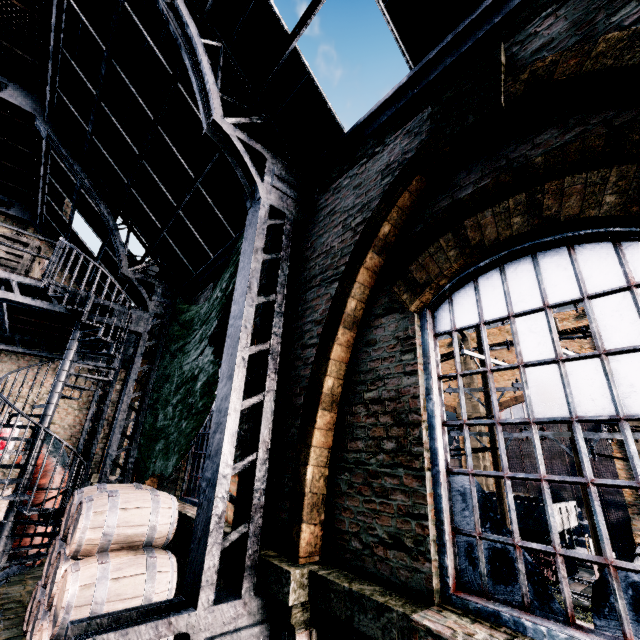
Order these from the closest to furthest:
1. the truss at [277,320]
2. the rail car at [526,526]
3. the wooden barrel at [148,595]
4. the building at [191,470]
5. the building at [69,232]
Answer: the truss at [277,320]
the wooden barrel at [148,595]
the building at [191,470]
the building at [69,232]
the rail car at [526,526]

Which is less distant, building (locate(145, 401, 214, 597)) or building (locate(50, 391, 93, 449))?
building (locate(145, 401, 214, 597))

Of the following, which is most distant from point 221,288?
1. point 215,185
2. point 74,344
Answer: point 74,344

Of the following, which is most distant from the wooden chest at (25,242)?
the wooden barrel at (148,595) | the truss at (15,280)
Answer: the wooden barrel at (148,595)

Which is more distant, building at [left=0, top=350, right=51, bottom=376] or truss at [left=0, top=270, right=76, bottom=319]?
building at [left=0, top=350, right=51, bottom=376]

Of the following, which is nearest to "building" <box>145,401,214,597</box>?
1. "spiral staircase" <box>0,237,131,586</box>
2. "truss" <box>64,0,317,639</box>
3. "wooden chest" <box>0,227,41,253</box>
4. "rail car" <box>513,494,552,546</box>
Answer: "truss" <box>64,0,317,639</box>

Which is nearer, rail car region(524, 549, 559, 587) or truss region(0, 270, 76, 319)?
truss region(0, 270, 76, 319)

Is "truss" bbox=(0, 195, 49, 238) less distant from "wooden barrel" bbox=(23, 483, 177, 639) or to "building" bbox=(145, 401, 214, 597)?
"building" bbox=(145, 401, 214, 597)
